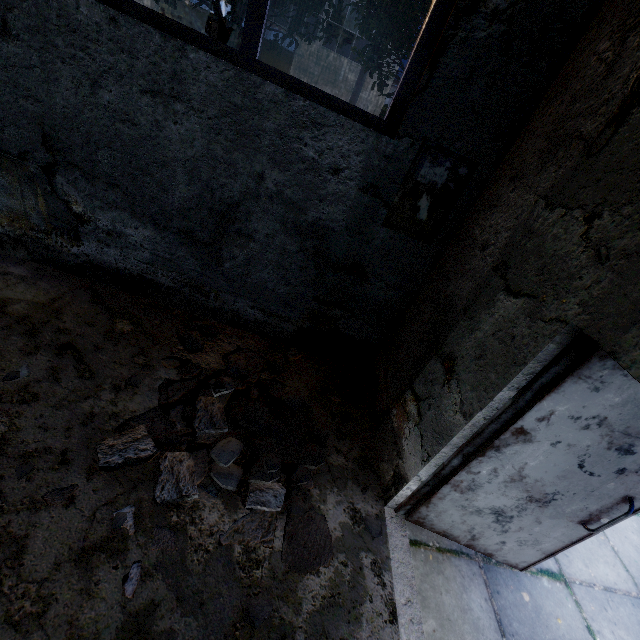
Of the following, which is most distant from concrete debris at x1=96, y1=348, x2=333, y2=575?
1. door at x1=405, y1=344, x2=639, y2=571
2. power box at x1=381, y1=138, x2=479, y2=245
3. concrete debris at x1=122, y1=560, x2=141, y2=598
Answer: power box at x1=381, y1=138, x2=479, y2=245

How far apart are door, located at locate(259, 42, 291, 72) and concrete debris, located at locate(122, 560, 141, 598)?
25.4 meters

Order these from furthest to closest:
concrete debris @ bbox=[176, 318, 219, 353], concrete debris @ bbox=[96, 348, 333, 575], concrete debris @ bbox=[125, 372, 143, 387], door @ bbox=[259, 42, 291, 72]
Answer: door @ bbox=[259, 42, 291, 72] < concrete debris @ bbox=[176, 318, 219, 353] < concrete debris @ bbox=[125, 372, 143, 387] < concrete debris @ bbox=[96, 348, 333, 575]

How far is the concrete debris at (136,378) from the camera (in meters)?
2.92

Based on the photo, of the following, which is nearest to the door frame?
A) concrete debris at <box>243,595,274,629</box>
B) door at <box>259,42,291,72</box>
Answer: concrete debris at <box>243,595,274,629</box>

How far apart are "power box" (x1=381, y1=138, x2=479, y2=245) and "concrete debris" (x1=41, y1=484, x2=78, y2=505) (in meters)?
1.93

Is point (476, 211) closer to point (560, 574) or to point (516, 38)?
point (516, 38)

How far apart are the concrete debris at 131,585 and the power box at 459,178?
3.3 meters
